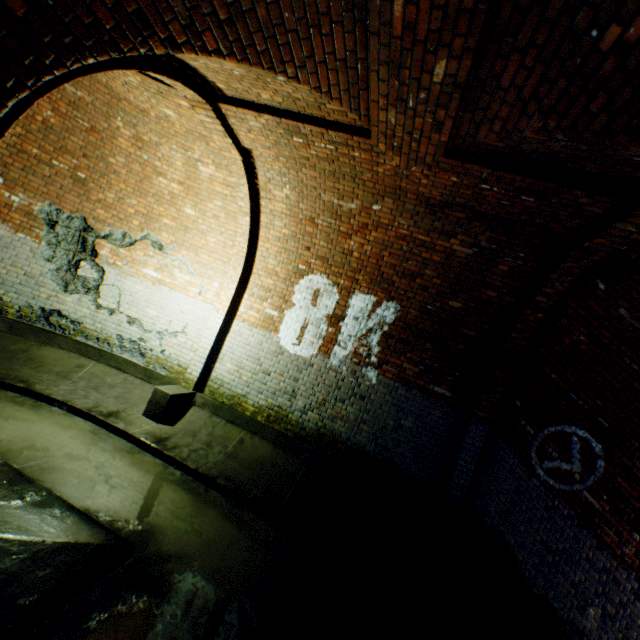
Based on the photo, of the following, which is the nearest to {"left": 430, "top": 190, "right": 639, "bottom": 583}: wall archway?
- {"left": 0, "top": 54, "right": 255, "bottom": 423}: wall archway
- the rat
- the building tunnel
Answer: the building tunnel

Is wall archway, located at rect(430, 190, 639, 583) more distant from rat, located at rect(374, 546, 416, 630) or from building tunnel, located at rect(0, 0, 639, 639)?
rat, located at rect(374, 546, 416, 630)

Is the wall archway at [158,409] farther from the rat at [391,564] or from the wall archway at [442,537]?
the wall archway at [442,537]

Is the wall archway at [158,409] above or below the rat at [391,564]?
above

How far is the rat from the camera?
3.6 meters

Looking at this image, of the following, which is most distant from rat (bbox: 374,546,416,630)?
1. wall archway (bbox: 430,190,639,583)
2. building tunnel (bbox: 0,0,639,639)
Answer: wall archway (bbox: 430,190,639,583)

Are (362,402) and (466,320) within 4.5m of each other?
yes

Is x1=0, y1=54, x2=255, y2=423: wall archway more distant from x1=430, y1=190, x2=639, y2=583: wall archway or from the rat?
x1=430, y1=190, x2=639, y2=583: wall archway
